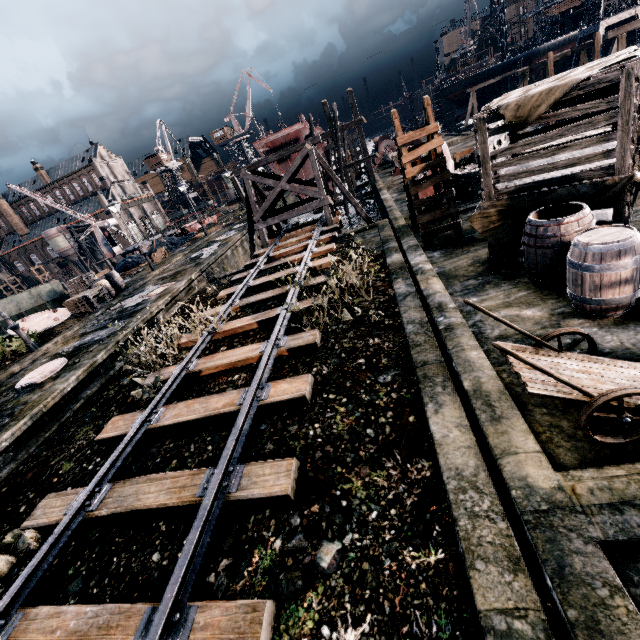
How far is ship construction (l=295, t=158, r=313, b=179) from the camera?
37.3 meters

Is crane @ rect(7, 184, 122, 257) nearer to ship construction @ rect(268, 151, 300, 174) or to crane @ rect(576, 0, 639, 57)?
ship construction @ rect(268, 151, 300, 174)

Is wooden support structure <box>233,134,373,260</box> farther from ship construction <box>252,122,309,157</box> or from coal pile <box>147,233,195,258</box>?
coal pile <box>147,233,195,258</box>

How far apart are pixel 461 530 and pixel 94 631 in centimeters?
459cm

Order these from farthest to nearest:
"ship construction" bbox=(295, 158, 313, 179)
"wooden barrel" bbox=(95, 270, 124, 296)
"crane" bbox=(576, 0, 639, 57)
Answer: "crane" bbox=(576, 0, 639, 57)
"ship construction" bbox=(295, 158, 313, 179)
"wooden barrel" bbox=(95, 270, 124, 296)

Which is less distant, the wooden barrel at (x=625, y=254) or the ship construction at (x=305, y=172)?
the wooden barrel at (x=625, y=254)

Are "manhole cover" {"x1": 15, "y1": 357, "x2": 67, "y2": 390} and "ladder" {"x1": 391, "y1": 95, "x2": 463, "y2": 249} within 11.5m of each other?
no

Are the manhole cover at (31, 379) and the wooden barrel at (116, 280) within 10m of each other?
no
